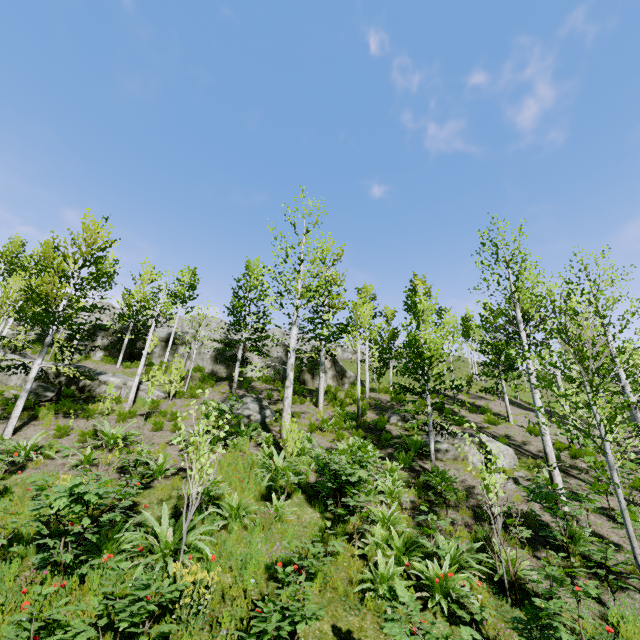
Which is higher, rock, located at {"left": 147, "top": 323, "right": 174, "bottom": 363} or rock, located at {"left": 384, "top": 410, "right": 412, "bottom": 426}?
rock, located at {"left": 147, "top": 323, "right": 174, "bottom": 363}

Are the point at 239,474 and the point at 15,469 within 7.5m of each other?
yes

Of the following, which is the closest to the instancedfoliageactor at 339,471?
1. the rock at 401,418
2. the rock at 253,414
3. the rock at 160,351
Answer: the rock at 160,351

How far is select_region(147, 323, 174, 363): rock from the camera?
26.1 meters

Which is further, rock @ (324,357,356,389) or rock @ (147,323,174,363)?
rock @ (324,357,356,389)

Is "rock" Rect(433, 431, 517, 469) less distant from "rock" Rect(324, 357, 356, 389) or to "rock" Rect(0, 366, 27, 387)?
"rock" Rect(0, 366, 27, 387)

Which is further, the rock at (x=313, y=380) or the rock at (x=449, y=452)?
the rock at (x=313, y=380)
